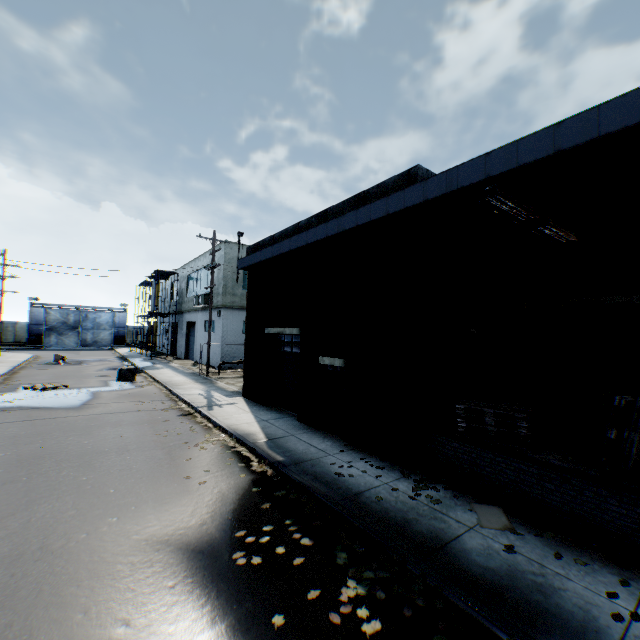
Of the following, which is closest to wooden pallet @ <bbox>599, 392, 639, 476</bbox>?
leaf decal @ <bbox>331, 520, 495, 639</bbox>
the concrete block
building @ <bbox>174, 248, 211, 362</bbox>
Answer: leaf decal @ <bbox>331, 520, 495, 639</bbox>

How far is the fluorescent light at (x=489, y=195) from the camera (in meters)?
5.40

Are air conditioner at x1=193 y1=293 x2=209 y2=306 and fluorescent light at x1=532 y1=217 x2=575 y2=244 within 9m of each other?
no

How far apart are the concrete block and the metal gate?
35.4 meters

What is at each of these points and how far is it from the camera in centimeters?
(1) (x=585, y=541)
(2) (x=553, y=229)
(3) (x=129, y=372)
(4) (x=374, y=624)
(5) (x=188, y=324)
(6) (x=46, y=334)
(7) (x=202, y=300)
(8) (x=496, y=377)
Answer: (1) leaf decal, 493cm
(2) fluorescent light, 692cm
(3) concrete block, 1944cm
(4) leaf decal, 364cm
(5) building, 3328cm
(6) metal gate, 4497cm
(7) air conditioner, 2592cm
(8) gas cylinder, 922cm

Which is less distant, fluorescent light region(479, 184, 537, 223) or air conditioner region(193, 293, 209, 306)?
fluorescent light region(479, 184, 537, 223)

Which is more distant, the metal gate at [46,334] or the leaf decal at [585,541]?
the metal gate at [46,334]

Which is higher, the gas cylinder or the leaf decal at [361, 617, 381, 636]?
the gas cylinder
